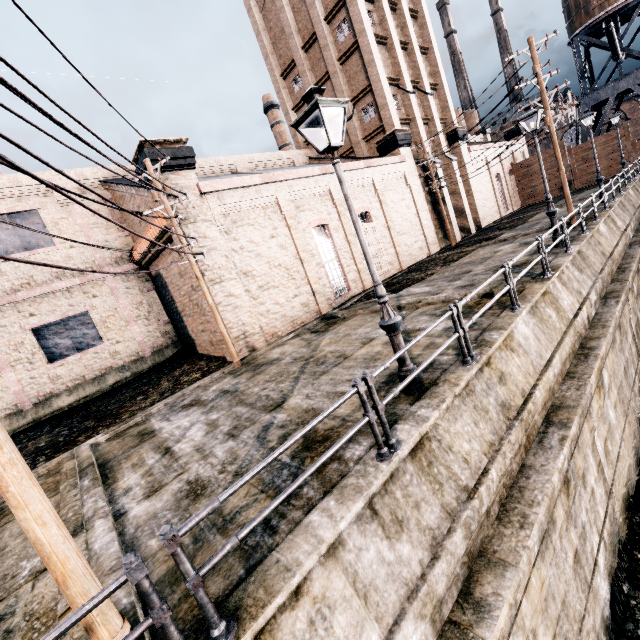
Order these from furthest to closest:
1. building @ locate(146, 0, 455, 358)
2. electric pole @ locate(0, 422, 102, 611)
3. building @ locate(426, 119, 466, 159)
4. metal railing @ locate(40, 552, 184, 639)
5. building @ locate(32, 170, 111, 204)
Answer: building @ locate(426, 119, 466, 159) → building @ locate(32, 170, 111, 204) → building @ locate(146, 0, 455, 358) → electric pole @ locate(0, 422, 102, 611) → metal railing @ locate(40, 552, 184, 639)

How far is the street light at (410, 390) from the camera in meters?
6.3 m

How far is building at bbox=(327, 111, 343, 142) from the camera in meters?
29.6

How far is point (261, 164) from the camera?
28.9m

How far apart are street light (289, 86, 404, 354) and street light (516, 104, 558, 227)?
11.3 meters

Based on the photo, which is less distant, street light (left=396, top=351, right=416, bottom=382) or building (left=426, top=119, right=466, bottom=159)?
street light (left=396, top=351, right=416, bottom=382)

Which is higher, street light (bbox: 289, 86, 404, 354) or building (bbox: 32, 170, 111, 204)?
building (bbox: 32, 170, 111, 204)

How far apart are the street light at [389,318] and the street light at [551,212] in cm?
1134
